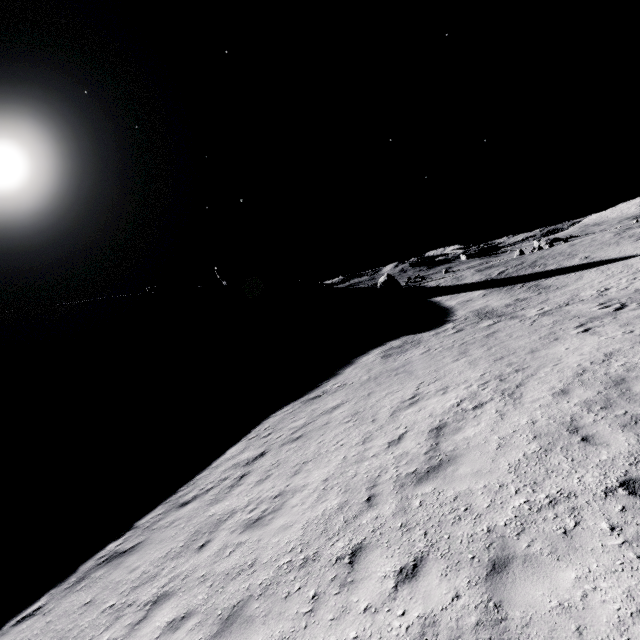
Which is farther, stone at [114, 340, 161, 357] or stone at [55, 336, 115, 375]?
stone at [114, 340, 161, 357]

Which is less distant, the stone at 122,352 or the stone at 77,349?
the stone at 77,349

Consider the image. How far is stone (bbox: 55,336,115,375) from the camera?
47.1m

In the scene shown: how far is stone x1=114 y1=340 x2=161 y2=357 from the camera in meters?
50.9 m

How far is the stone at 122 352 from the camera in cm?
5091

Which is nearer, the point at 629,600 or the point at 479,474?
the point at 629,600
